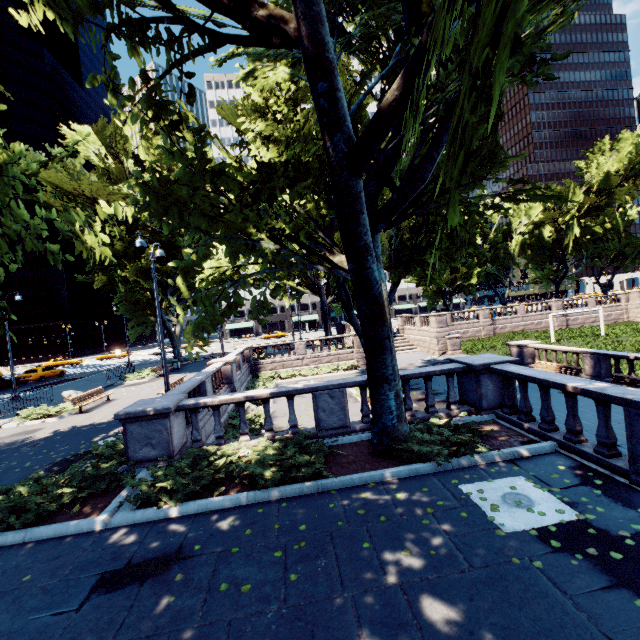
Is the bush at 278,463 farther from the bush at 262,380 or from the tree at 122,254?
the bush at 262,380

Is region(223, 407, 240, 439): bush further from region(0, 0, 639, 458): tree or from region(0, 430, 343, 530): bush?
region(0, 0, 639, 458): tree

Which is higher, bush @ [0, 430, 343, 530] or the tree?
the tree

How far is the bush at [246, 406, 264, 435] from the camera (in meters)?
13.94

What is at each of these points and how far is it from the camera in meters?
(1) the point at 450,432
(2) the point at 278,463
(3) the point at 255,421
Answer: (1) bush, 7.7
(2) bush, 7.4
(3) bush, 15.5

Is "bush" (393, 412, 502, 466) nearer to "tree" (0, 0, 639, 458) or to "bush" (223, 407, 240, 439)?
"tree" (0, 0, 639, 458)

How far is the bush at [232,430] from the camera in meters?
13.3

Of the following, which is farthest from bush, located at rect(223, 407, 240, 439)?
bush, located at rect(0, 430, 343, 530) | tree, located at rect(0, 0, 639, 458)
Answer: tree, located at rect(0, 0, 639, 458)
